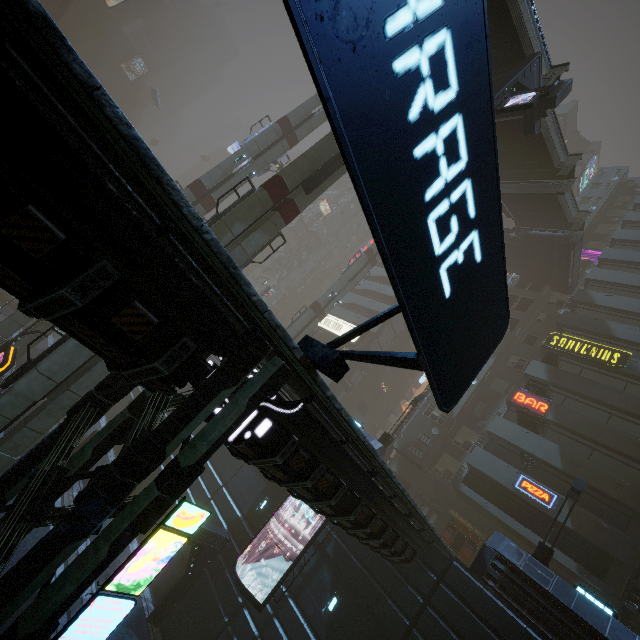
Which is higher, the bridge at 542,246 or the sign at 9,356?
the bridge at 542,246

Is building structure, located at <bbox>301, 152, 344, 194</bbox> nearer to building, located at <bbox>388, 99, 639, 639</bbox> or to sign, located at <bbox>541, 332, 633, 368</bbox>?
building, located at <bbox>388, 99, 639, 639</bbox>

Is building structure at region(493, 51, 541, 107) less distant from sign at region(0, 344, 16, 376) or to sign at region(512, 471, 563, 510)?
sign at region(0, 344, 16, 376)

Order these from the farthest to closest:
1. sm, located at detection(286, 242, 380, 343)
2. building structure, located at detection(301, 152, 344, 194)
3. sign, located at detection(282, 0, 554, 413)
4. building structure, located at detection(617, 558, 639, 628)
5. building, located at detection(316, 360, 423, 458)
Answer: building, located at detection(316, 360, 423, 458), sm, located at detection(286, 242, 380, 343), building structure, located at detection(617, 558, 639, 628), building structure, located at detection(301, 152, 344, 194), sign, located at detection(282, 0, 554, 413)

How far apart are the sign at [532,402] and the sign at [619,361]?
4.28m

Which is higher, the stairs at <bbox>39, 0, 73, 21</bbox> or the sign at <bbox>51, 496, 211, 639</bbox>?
the stairs at <bbox>39, 0, 73, 21</bbox>

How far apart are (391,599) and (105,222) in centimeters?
1661cm
